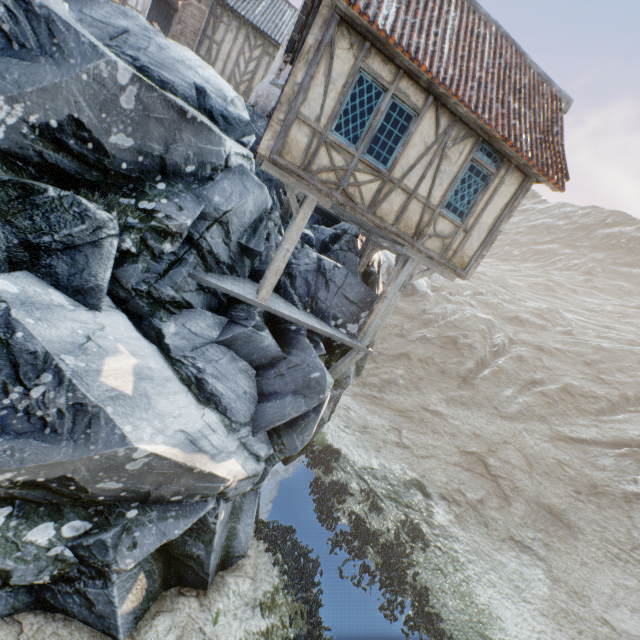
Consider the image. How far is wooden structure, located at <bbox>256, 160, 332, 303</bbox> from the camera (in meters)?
7.23

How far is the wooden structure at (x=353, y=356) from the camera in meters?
9.3

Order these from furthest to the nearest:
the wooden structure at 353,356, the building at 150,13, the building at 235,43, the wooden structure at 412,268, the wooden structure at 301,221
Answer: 1. the building at 235,43
2. the building at 150,13
3. the wooden structure at 353,356
4. the wooden structure at 412,268
5. the wooden structure at 301,221

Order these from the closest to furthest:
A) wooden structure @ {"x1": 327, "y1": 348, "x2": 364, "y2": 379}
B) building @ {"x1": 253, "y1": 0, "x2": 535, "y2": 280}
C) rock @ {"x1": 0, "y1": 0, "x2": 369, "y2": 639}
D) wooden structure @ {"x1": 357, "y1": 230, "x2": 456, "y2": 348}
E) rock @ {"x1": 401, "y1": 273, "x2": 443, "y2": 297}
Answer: rock @ {"x1": 0, "y1": 0, "x2": 369, "y2": 639}, building @ {"x1": 253, "y1": 0, "x2": 535, "y2": 280}, wooden structure @ {"x1": 357, "y1": 230, "x2": 456, "y2": 348}, wooden structure @ {"x1": 327, "y1": 348, "x2": 364, "y2": 379}, rock @ {"x1": 401, "y1": 273, "x2": 443, "y2": 297}

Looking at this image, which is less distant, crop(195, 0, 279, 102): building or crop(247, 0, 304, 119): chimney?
crop(247, 0, 304, 119): chimney

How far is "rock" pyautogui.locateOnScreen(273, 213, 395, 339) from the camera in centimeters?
971cm

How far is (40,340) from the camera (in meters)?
4.23

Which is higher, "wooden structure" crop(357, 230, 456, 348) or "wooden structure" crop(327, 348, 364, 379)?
"wooden structure" crop(357, 230, 456, 348)
